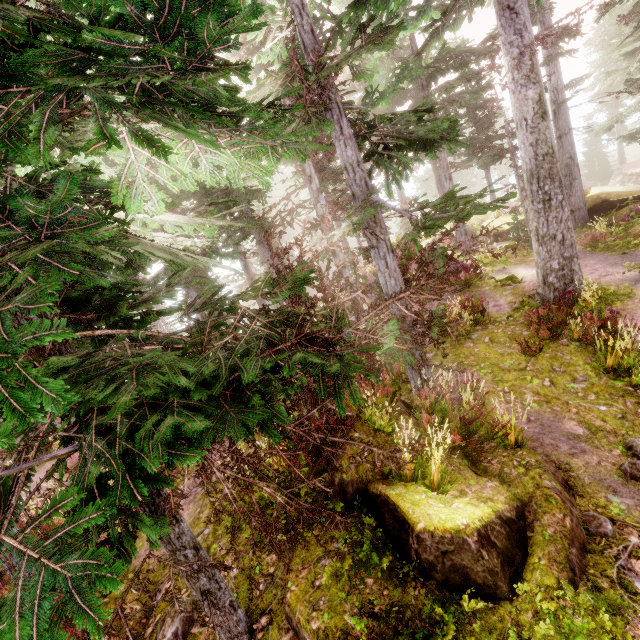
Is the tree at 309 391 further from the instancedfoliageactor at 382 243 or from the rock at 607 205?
the rock at 607 205

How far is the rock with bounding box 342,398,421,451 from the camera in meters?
5.5 m

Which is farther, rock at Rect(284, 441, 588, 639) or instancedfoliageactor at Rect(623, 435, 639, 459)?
instancedfoliageactor at Rect(623, 435, 639, 459)

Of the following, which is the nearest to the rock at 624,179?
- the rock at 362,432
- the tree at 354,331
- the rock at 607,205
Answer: the rock at 607,205

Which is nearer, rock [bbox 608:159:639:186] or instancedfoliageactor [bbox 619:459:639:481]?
instancedfoliageactor [bbox 619:459:639:481]

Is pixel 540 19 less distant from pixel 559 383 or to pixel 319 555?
pixel 559 383

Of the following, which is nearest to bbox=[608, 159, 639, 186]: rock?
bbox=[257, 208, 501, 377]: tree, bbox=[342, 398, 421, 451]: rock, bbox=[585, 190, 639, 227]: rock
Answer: bbox=[585, 190, 639, 227]: rock

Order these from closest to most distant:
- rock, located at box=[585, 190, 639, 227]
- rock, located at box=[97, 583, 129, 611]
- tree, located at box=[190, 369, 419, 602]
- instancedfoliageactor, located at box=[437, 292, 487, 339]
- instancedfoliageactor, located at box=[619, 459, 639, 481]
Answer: tree, located at box=[190, 369, 419, 602] < instancedfoliageactor, located at box=[619, 459, 639, 481] < rock, located at box=[97, 583, 129, 611] < instancedfoliageactor, located at box=[437, 292, 487, 339] < rock, located at box=[585, 190, 639, 227]
